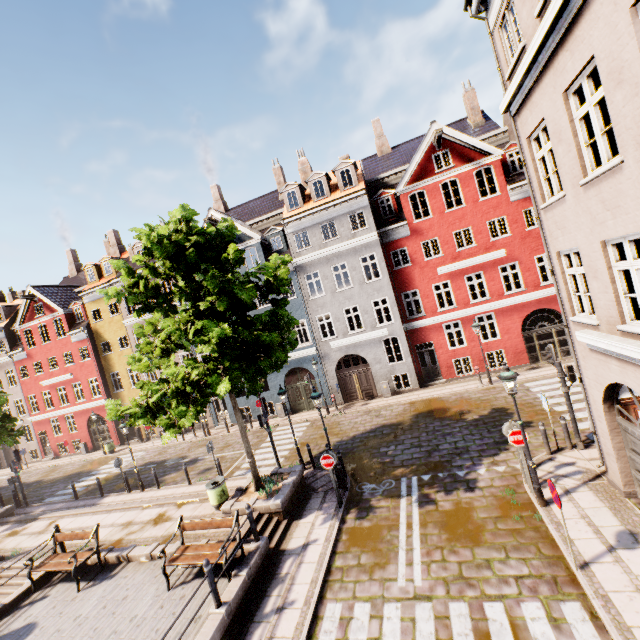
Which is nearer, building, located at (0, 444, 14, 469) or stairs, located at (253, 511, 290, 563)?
stairs, located at (253, 511, 290, 563)

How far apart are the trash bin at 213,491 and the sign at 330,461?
4.1m

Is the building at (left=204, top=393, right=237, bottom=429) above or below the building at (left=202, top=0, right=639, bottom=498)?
below

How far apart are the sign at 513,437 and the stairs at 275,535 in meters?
7.5 m

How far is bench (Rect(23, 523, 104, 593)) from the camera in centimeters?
992cm

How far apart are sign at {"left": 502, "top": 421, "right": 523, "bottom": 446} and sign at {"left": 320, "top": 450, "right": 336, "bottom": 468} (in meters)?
5.36

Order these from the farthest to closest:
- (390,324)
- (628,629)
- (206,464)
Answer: (390,324)
(206,464)
(628,629)

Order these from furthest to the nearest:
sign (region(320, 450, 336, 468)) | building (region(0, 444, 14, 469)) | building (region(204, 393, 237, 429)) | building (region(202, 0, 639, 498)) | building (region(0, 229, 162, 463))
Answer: building (region(0, 444, 14, 469)) < building (region(0, 229, 162, 463)) < building (region(204, 393, 237, 429)) < sign (region(320, 450, 336, 468)) < building (region(202, 0, 639, 498))
